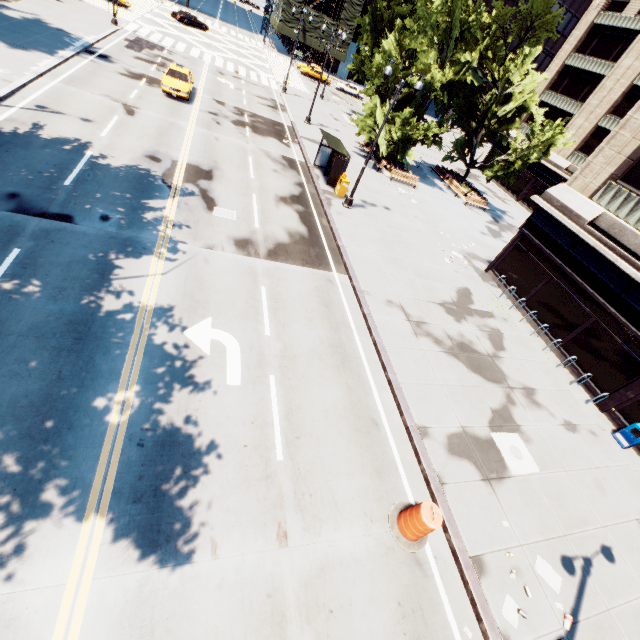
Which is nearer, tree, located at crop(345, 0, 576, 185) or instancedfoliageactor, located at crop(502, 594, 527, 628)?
instancedfoliageactor, located at crop(502, 594, 527, 628)

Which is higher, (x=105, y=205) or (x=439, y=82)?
(x=439, y=82)

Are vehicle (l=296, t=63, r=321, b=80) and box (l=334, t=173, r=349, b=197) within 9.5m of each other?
no

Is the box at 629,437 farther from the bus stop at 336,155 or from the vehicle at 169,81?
the vehicle at 169,81

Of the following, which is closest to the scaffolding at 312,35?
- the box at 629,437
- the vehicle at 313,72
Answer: the vehicle at 313,72

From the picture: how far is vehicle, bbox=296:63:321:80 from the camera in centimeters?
5150cm

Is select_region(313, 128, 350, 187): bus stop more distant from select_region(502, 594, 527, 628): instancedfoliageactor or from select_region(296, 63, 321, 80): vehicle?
select_region(296, 63, 321, 80): vehicle

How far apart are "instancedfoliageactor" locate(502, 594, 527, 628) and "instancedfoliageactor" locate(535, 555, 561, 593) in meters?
1.2 m
